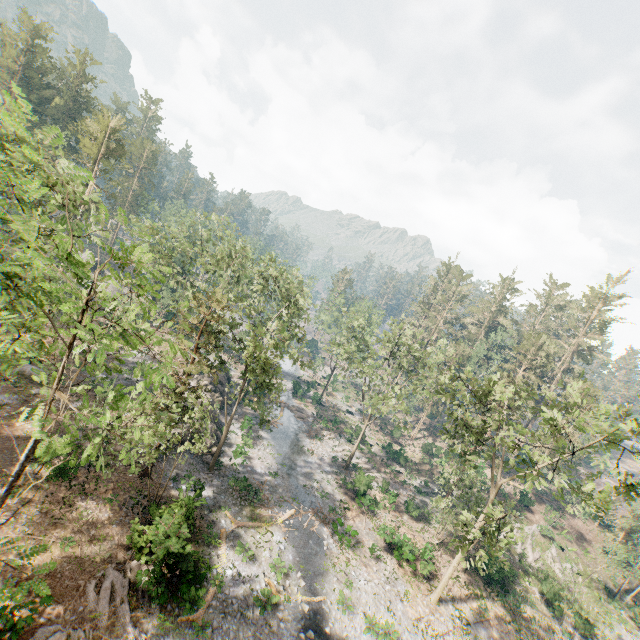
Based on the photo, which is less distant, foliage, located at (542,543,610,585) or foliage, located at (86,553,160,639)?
foliage, located at (86,553,160,639)

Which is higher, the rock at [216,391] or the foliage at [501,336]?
the foliage at [501,336]

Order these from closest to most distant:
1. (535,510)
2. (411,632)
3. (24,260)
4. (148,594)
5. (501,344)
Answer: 1. (24,260)
2. (148,594)
3. (411,632)
4. (535,510)
5. (501,344)

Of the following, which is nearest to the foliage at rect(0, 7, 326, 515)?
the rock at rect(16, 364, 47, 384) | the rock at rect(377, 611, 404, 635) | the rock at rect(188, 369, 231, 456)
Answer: the rock at rect(188, 369, 231, 456)

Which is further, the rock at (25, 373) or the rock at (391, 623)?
the rock at (25, 373)

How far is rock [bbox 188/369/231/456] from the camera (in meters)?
30.85

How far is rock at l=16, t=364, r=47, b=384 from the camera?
27.6 meters

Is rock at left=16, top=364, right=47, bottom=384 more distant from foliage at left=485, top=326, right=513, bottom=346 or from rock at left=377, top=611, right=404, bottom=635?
rock at left=377, top=611, right=404, bottom=635
